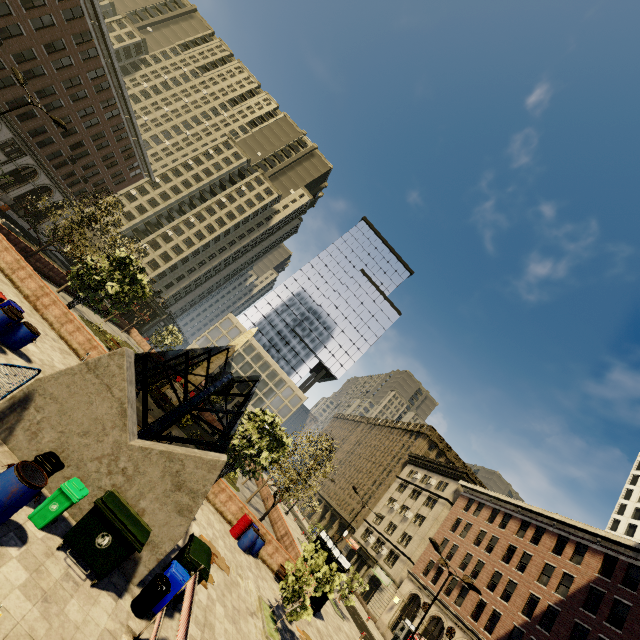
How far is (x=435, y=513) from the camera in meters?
43.9

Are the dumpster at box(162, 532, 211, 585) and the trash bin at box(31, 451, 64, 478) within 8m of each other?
yes

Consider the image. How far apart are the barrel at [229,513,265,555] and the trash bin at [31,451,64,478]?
12.6m

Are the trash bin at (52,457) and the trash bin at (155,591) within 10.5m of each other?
yes

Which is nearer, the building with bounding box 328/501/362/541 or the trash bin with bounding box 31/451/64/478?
the trash bin with bounding box 31/451/64/478

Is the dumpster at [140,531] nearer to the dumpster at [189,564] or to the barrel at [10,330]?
the dumpster at [189,564]

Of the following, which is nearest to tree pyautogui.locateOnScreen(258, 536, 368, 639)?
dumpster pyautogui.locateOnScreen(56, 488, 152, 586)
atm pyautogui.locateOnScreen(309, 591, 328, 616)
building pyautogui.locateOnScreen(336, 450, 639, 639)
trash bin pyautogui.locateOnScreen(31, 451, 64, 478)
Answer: atm pyautogui.locateOnScreen(309, 591, 328, 616)

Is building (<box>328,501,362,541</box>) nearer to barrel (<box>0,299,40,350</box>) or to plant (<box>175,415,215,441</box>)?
plant (<box>175,415,215,441</box>)
